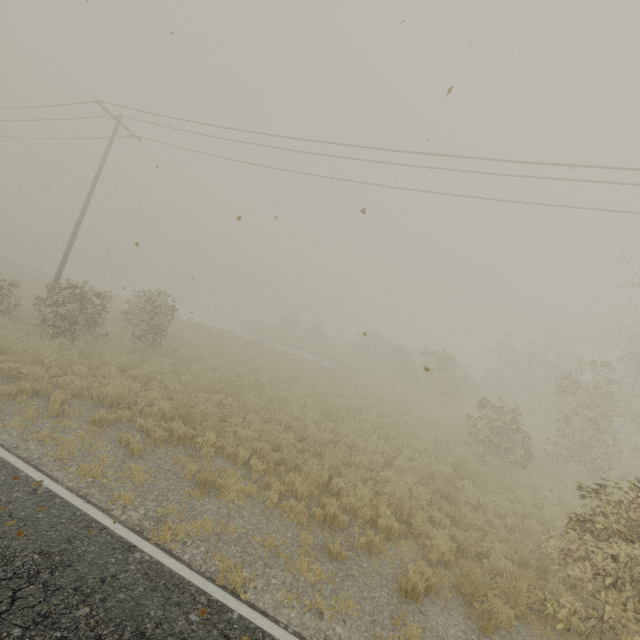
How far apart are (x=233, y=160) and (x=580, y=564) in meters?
19.5
